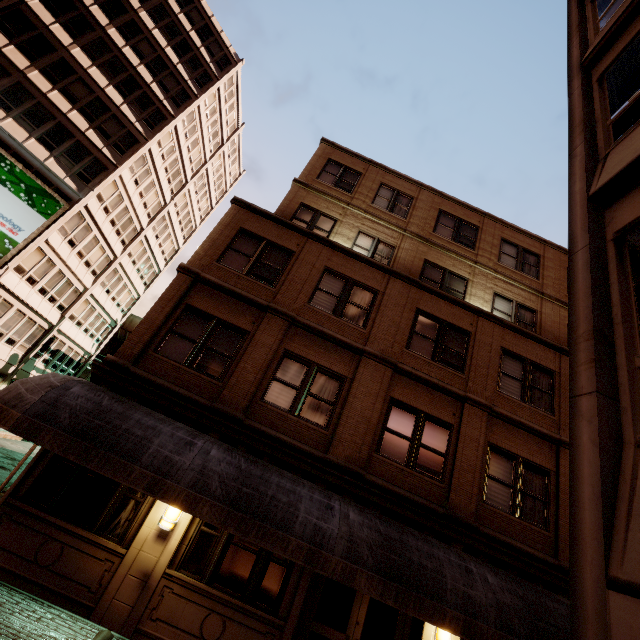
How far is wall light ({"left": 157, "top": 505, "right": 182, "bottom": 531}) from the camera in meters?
7.3

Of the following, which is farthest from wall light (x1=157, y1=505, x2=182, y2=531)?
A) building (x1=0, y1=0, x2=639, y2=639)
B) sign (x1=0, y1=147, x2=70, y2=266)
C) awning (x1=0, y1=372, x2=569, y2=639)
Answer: sign (x1=0, y1=147, x2=70, y2=266)

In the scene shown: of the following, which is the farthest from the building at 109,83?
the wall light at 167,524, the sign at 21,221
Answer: the sign at 21,221

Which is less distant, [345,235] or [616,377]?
[616,377]

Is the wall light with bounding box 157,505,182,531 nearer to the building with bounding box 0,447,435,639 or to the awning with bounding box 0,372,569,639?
the building with bounding box 0,447,435,639

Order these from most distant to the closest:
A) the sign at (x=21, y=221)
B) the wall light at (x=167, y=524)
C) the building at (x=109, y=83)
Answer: the sign at (x=21, y=221) < the wall light at (x=167, y=524) < the building at (x=109, y=83)

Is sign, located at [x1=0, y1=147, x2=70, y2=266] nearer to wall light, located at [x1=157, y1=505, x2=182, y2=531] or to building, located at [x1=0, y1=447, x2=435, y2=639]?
building, located at [x1=0, y1=447, x2=435, y2=639]
